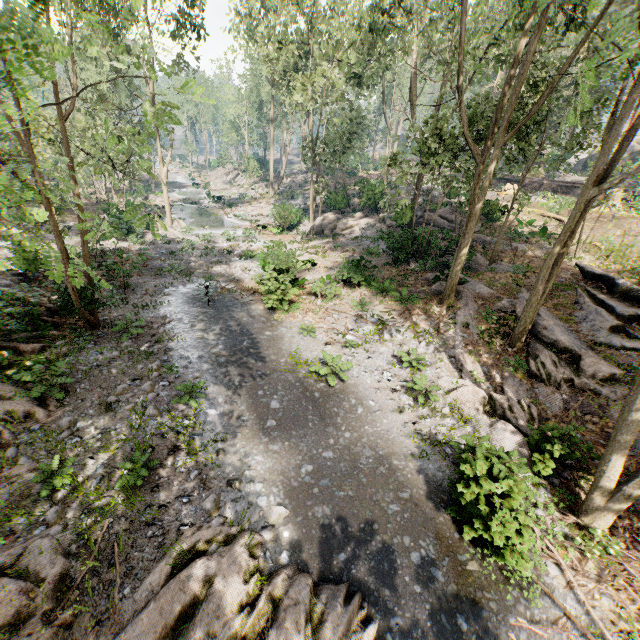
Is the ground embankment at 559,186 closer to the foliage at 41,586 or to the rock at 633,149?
the foliage at 41,586

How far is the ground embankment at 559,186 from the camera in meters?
32.7 m

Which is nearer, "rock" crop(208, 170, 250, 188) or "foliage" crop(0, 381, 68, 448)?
"foliage" crop(0, 381, 68, 448)

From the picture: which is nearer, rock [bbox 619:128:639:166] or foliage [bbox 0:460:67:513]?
foliage [bbox 0:460:67:513]

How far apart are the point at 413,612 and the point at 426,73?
66.9 meters

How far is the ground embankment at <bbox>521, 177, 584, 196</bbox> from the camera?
32.7m

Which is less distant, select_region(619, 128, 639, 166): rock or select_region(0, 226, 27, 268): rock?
select_region(0, 226, 27, 268): rock

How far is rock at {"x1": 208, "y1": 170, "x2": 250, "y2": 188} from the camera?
54.38m
